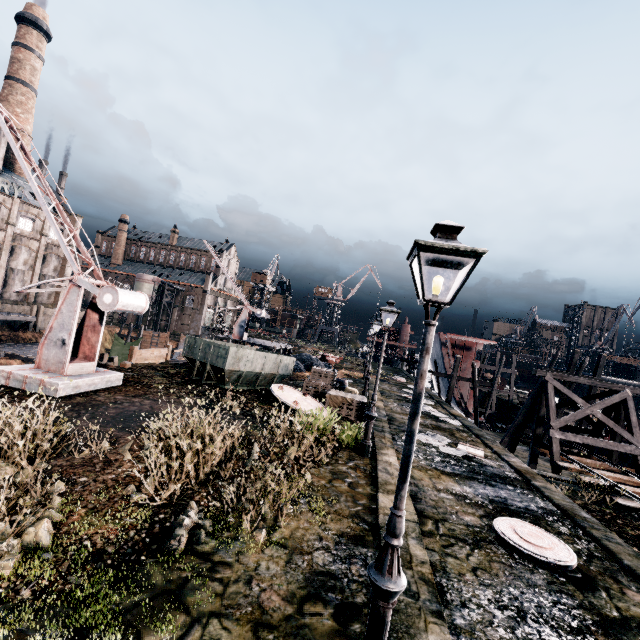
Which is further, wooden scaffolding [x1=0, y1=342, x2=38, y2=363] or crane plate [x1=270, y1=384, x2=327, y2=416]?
wooden scaffolding [x1=0, y1=342, x2=38, y2=363]

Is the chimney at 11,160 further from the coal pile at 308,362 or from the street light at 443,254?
the street light at 443,254

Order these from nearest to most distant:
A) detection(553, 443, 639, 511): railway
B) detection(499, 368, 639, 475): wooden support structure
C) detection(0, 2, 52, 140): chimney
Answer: detection(553, 443, 639, 511): railway → detection(499, 368, 639, 475): wooden support structure → detection(0, 2, 52, 140): chimney

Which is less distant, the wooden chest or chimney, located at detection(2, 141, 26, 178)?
the wooden chest

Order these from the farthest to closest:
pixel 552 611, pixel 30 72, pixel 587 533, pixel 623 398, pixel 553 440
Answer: pixel 30 72 → pixel 623 398 → pixel 553 440 → pixel 587 533 → pixel 552 611

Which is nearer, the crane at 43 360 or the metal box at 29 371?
the metal box at 29 371

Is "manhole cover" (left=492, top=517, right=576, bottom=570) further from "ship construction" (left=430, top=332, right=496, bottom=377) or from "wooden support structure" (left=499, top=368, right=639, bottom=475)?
"ship construction" (left=430, top=332, right=496, bottom=377)

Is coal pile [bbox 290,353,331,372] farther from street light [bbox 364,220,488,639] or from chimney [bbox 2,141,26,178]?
chimney [bbox 2,141,26,178]
